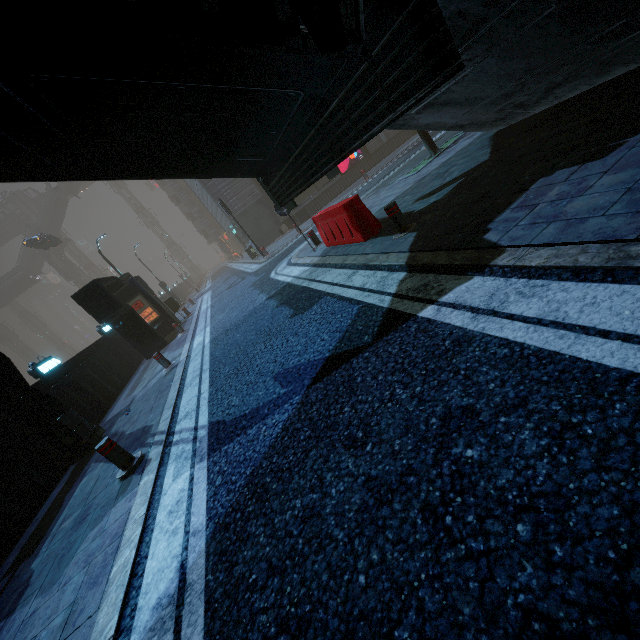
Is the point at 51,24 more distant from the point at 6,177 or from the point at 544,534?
the point at 6,177

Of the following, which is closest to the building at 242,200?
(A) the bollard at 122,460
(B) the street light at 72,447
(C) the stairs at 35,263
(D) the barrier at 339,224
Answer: (B) the street light at 72,447

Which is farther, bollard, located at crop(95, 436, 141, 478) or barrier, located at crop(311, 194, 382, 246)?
barrier, located at crop(311, 194, 382, 246)

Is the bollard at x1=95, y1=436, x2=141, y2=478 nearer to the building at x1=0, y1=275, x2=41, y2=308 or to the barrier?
the barrier

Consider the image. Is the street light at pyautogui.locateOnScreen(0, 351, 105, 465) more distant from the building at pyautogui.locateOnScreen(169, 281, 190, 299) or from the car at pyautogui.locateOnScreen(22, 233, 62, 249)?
the car at pyautogui.locateOnScreen(22, 233, 62, 249)

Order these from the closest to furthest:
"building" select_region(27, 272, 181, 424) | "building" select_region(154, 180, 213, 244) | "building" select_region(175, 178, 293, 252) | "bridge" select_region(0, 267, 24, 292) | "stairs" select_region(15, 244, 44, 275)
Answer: "building" select_region(27, 272, 181, 424)
"building" select_region(175, 178, 293, 252)
"building" select_region(154, 180, 213, 244)
"bridge" select_region(0, 267, 24, 292)
"stairs" select_region(15, 244, 44, 275)

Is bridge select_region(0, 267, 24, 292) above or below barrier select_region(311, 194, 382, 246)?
above

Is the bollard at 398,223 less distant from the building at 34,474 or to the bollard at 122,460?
the bollard at 122,460
